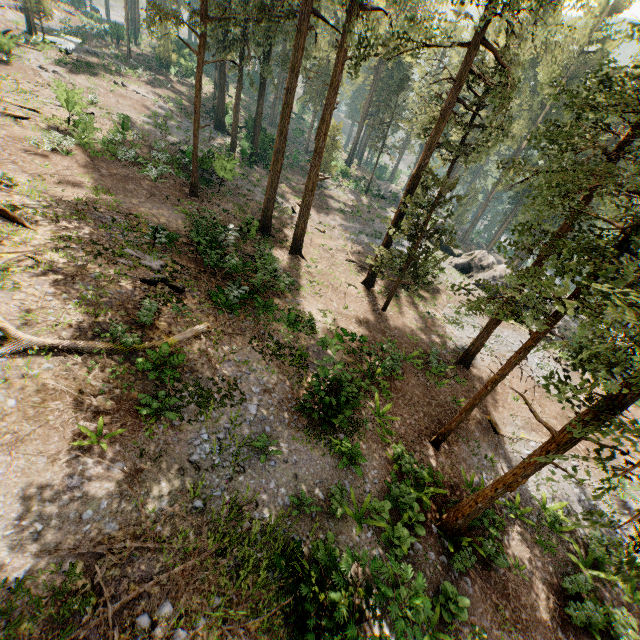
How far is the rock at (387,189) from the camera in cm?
4873

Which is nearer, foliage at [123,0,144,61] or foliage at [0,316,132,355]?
foliage at [0,316,132,355]

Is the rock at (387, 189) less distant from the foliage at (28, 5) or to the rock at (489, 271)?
the rock at (489, 271)

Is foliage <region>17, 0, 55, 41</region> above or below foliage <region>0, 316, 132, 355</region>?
above

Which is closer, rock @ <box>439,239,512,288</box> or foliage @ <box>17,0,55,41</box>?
rock @ <box>439,239,512,288</box>

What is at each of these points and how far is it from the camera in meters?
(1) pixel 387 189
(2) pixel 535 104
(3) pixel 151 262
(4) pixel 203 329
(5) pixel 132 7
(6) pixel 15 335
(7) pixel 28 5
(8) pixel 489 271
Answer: (1) rock, 52.1
(2) foliage, 43.4
(3) foliage, 15.3
(4) foliage, 13.1
(5) foliage, 51.2
(6) foliage, 8.8
(7) foliage, 33.3
(8) rock, 32.8

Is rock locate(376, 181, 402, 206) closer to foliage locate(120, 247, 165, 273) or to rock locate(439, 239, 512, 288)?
rock locate(439, 239, 512, 288)

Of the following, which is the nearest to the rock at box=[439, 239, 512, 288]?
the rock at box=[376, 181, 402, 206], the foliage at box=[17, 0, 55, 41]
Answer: the rock at box=[376, 181, 402, 206]
